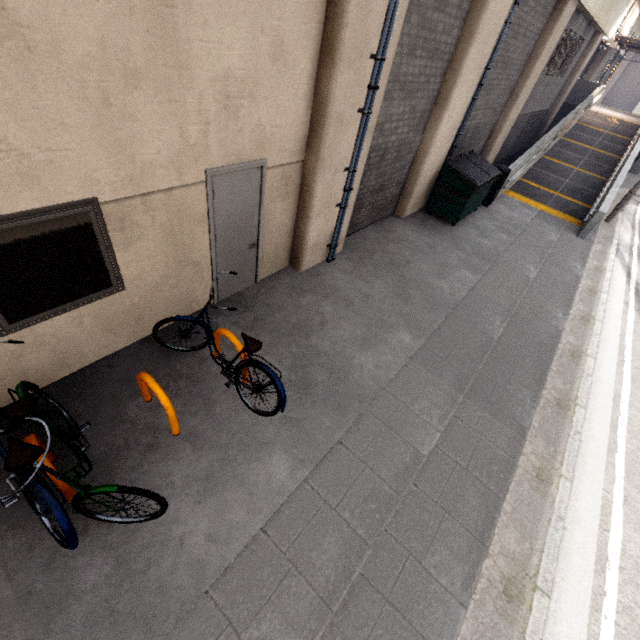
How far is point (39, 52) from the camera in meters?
2.3

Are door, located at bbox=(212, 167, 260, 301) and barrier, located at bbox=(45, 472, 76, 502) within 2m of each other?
no

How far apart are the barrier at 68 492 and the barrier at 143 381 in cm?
92

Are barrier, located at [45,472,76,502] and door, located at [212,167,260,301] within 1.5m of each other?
no

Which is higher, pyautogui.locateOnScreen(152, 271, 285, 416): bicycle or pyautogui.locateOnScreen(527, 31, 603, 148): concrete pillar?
pyautogui.locateOnScreen(527, 31, 603, 148): concrete pillar

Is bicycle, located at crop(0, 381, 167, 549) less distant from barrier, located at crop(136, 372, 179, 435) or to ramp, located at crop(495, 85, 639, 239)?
barrier, located at crop(136, 372, 179, 435)

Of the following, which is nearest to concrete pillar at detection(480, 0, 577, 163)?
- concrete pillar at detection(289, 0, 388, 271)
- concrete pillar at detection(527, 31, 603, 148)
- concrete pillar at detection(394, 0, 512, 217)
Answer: concrete pillar at detection(394, 0, 512, 217)

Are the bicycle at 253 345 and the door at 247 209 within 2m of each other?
yes
